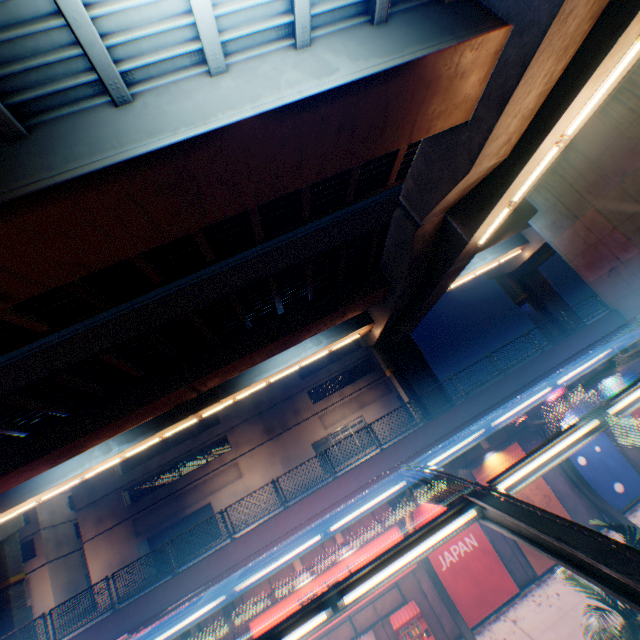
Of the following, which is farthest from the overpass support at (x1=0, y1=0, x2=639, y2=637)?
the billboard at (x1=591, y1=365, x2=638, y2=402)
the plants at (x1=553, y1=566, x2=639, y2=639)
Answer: the plants at (x1=553, y1=566, x2=639, y2=639)

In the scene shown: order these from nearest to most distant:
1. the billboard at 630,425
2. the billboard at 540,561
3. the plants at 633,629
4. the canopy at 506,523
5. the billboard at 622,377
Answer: the canopy at 506,523
the plants at 633,629
the billboard at 540,561
the billboard at 630,425
the billboard at 622,377

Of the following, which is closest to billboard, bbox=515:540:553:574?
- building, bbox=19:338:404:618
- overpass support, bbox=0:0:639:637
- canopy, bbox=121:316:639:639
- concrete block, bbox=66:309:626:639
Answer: canopy, bbox=121:316:639:639

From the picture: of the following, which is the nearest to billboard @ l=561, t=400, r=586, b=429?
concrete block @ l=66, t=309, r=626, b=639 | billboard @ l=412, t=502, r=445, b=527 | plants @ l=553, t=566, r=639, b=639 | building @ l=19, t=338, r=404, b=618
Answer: concrete block @ l=66, t=309, r=626, b=639

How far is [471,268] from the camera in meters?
23.7 m

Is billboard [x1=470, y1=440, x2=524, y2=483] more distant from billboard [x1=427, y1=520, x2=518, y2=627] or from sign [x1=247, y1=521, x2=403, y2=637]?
sign [x1=247, y1=521, x2=403, y2=637]

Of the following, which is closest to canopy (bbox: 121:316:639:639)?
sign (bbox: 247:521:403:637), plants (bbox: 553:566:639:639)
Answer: sign (bbox: 247:521:403:637)

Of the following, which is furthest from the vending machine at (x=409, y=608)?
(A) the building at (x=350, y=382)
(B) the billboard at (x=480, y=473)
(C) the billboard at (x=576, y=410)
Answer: (A) the building at (x=350, y=382)
